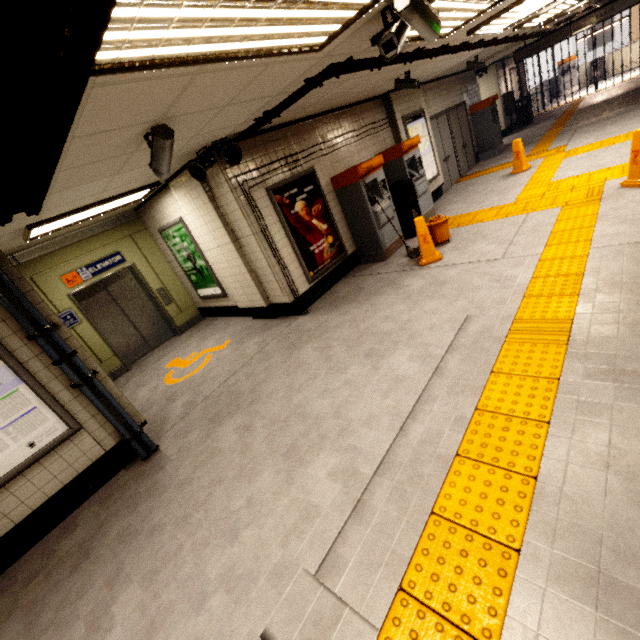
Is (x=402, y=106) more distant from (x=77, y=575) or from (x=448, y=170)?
(x=77, y=575)

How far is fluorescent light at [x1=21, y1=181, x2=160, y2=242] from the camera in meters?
4.4 m

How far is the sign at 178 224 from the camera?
6.47m

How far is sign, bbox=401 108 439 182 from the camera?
8.0 meters

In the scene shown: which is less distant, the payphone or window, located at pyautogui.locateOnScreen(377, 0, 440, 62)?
window, located at pyautogui.locateOnScreen(377, 0, 440, 62)

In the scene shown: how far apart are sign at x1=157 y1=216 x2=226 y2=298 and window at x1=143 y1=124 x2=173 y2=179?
3.2 meters

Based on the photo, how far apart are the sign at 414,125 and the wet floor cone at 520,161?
1.78m

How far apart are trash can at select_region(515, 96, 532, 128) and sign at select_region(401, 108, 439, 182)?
9.9m
